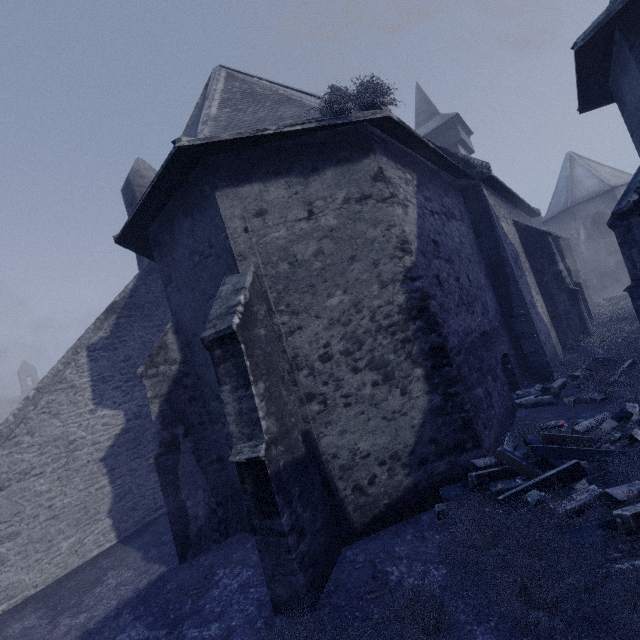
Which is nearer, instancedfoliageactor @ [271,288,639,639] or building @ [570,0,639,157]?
instancedfoliageactor @ [271,288,639,639]

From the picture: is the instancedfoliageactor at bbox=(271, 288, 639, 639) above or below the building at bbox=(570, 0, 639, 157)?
below

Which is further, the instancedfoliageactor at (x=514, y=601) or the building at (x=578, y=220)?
the building at (x=578, y=220)

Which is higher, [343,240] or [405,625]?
[343,240]
